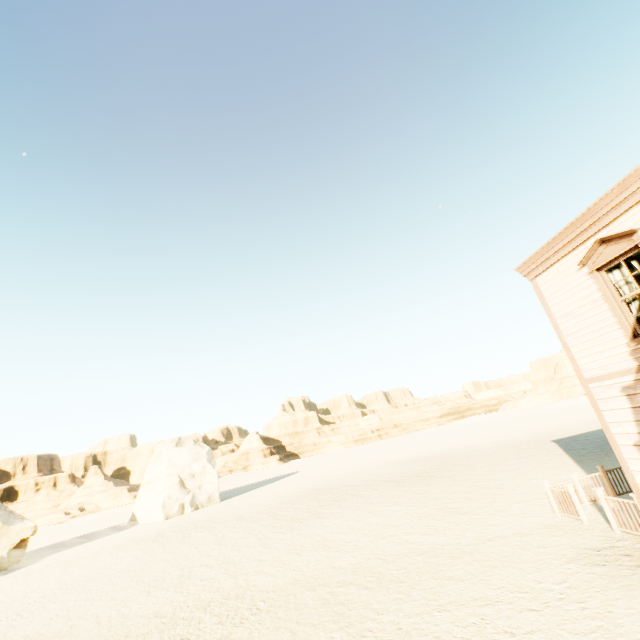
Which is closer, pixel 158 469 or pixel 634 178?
pixel 634 178

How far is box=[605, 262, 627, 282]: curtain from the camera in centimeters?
693cm

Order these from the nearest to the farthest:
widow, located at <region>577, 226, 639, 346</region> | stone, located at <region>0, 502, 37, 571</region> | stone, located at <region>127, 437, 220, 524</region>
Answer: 1. widow, located at <region>577, 226, 639, 346</region>
2. stone, located at <region>0, 502, 37, 571</region>
3. stone, located at <region>127, 437, 220, 524</region>

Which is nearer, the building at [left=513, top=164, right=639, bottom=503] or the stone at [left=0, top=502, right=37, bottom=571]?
the building at [left=513, top=164, right=639, bottom=503]

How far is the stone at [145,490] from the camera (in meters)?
29.25

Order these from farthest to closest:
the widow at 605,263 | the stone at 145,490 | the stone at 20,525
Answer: the stone at 145,490, the stone at 20,525, the widow at 605,263

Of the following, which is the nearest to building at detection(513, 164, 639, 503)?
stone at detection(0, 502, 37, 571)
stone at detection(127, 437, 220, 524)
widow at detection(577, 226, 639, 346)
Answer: widow at detection(577, 226, 639, 346)

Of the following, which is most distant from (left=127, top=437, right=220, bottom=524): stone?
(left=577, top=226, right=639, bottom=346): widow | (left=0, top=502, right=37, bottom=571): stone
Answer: (left=577, top=226, right=639, bottom=346): widow
